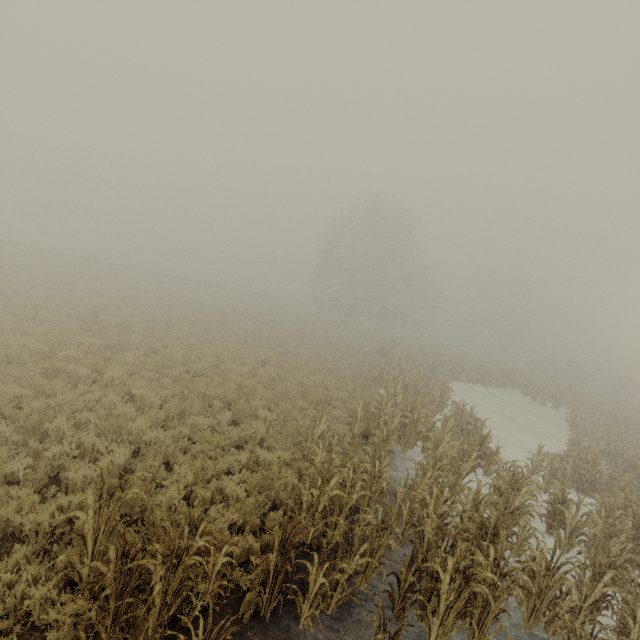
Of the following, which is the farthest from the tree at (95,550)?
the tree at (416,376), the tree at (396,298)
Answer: the tree at (396,298)

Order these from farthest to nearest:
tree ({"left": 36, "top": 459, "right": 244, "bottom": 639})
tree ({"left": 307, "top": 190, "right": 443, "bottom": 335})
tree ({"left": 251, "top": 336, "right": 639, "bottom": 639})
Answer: tree ({"left": 307, "top": 190, "right": 443, "bottom": 335}), tree ({"left": 251, "top": 336, "right": 639, "bottom": 639}), tree ({"left": 36, "top": 459, "right": 244, "bottom": 639})

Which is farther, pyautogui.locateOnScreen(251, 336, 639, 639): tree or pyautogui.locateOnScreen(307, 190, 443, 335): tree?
pyautogui.locateOnScreen(307, 190, 443, 335): tree

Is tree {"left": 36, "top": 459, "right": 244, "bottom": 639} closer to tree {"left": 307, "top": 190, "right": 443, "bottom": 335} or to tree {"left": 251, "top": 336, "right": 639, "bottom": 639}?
tree {"left": 251, "top": 336, "right": 639, "bottom": 639}

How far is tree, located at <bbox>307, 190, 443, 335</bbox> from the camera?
38.3m

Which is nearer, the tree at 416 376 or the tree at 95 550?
the tree at 95 550

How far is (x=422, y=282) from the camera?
49.2m

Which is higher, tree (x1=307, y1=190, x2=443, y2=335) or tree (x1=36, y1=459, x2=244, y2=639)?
tree (x1=307, y1=190, x2=443, y2=335)
